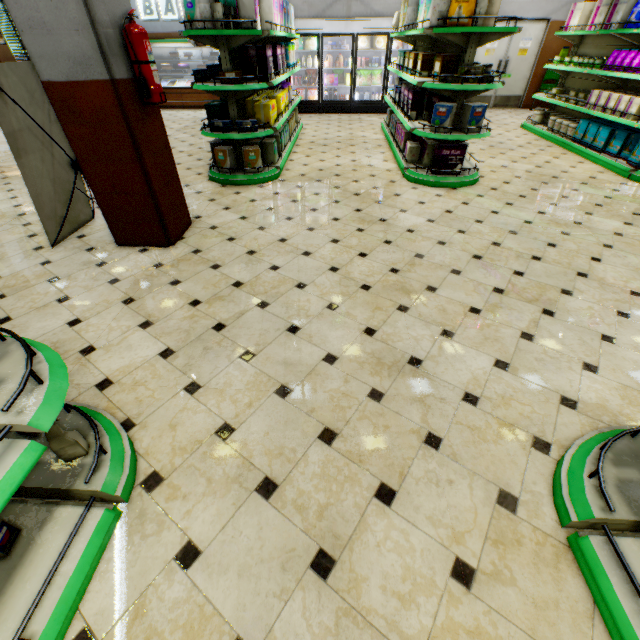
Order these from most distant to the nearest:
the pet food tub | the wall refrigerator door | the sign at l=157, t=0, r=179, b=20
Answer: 1. the sign at l=157, t=0, r=179, b=20
2. the wall refrigerator door
3. the pet food tub

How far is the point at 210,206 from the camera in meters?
4.7

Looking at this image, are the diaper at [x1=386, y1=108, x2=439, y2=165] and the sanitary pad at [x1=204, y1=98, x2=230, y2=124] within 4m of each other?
yes

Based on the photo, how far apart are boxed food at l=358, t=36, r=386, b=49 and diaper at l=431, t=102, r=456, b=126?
6.9 meters

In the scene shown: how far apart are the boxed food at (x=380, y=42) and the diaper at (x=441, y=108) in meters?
6.9

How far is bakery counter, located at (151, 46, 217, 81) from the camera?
11.0m

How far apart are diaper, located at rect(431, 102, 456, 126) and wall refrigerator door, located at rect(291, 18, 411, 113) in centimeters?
666cm

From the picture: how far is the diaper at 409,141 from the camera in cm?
542
